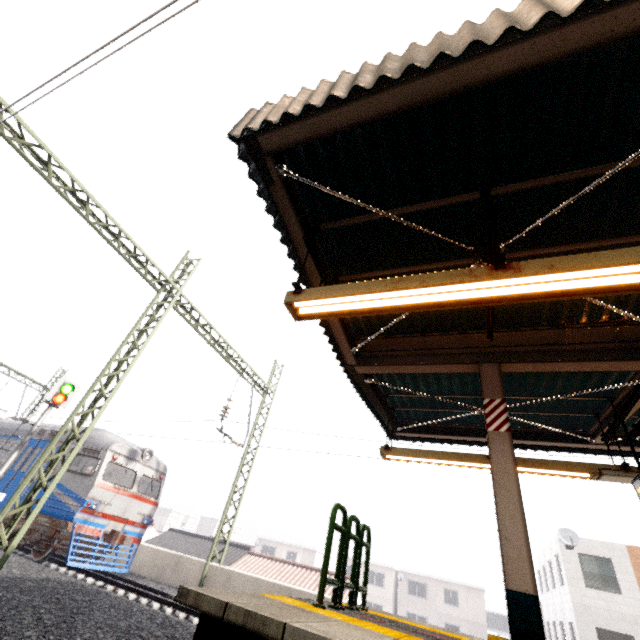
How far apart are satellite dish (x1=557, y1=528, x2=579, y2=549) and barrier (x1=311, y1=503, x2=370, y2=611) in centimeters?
1973cm

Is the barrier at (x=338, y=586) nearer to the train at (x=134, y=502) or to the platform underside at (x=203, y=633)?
the platform underside at (x=203, y=633)

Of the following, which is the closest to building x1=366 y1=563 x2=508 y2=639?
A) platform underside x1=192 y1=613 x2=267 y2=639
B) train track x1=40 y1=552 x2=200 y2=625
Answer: train track x1=40 y1=552 x2=200 y2=625

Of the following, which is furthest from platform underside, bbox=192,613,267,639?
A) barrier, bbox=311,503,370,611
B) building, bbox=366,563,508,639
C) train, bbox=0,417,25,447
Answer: building, bbox=366,563,508,639

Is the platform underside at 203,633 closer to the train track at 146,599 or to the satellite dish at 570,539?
the train track at 146,599

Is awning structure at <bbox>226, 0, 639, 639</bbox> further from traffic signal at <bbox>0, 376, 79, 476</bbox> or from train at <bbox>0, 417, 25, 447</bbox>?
traffic signal at <bbox>0, 376, 79, 476</bbox>

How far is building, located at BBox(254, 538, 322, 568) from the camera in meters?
43.3 m

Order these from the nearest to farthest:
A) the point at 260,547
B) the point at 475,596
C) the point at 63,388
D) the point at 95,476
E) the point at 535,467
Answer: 1. the point at 535,467
2. the point at 95,476
3. the point at 63,388
4. the point at 475,596
5. the point at 260,547
